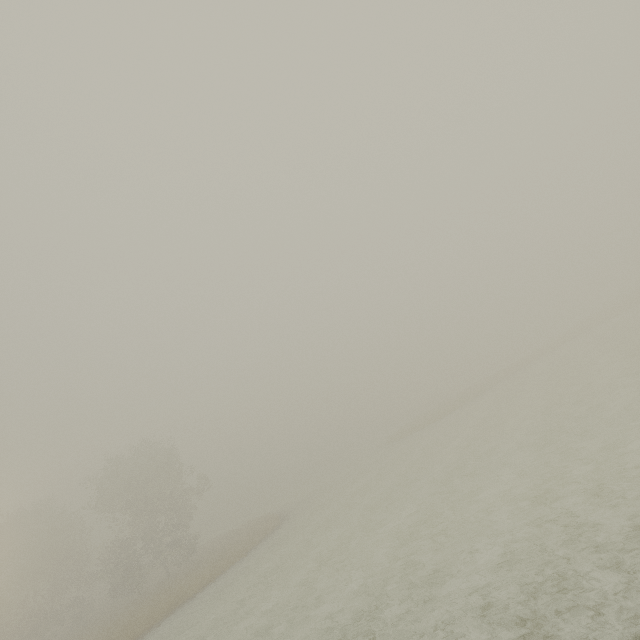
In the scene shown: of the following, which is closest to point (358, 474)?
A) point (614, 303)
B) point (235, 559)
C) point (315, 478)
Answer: point (235, 559)
